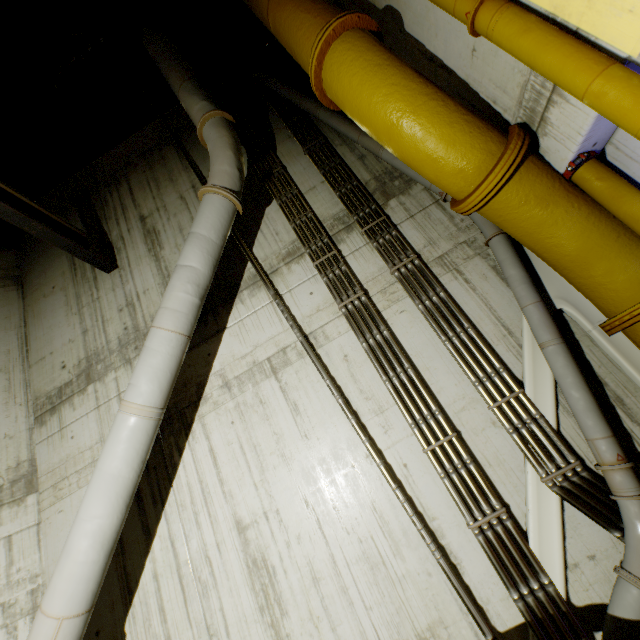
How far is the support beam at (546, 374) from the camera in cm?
359

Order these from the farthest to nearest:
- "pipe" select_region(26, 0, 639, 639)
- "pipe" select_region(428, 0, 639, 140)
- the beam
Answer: the beam < "pipe" select_region(26, 0, 639, 639) < "pipe" select_region(428, 0, 639, 140)

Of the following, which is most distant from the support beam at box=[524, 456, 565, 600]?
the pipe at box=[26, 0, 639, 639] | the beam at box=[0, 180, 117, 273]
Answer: the beam at box=[0, 180, 117, 273]

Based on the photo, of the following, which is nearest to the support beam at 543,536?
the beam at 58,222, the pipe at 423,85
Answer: the pipe at 423,85

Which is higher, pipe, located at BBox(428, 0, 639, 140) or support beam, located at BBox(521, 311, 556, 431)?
pipe, located at BBox(428, 0, 639, 140)

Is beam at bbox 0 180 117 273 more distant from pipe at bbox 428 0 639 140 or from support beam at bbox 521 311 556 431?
support beam at bbox 521 311 556 431

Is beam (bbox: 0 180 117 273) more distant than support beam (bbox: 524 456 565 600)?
Yes

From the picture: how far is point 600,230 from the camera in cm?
318
